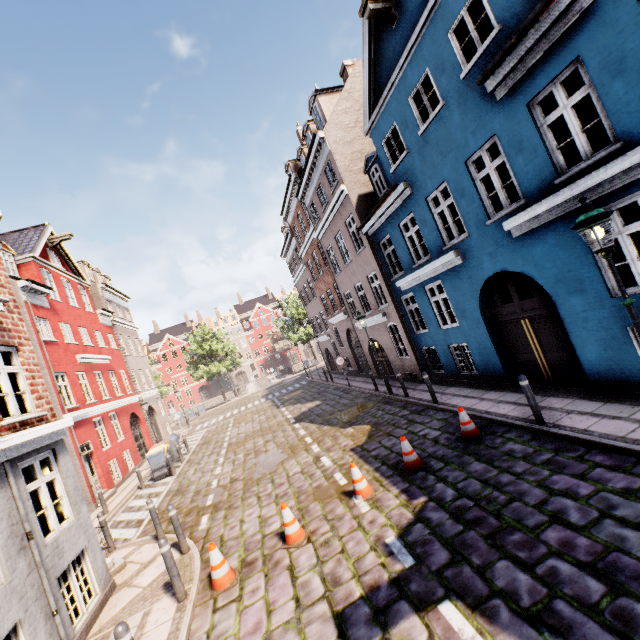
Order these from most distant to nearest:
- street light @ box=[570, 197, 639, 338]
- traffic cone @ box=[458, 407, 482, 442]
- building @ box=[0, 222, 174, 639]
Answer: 1. traffic cone @ box=[458, 407, 482, 442]
2. building @ box=[0, 222, 174, 639]
3. street light @ box=[570, 197, 639, 338]

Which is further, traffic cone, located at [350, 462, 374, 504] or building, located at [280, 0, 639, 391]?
traffic cone, located at [350, 462, 374, 504]

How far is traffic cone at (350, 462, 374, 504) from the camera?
6.9 meters

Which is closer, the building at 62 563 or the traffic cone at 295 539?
the building at 62 563

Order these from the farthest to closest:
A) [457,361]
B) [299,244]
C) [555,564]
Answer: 1. [299,244]
2. [457,361]
3. [555,564]

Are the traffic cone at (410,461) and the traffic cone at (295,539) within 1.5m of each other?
no

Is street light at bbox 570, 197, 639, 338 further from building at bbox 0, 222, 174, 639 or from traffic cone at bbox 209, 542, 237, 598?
traffic cone at bbox 209, 542, 237, 598

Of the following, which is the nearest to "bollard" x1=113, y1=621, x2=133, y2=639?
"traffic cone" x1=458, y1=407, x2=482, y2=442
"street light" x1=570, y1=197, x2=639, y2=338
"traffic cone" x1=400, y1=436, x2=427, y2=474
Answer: "traffic cone" x1=400, y1=436, x2=427, y2=474
